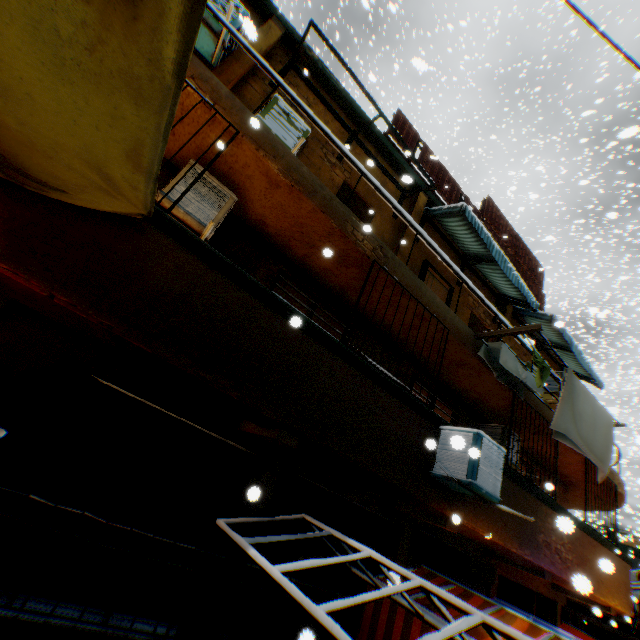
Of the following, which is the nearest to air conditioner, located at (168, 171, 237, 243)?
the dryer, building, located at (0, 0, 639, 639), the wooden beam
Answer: building, located at (0, 0, 639, 639)

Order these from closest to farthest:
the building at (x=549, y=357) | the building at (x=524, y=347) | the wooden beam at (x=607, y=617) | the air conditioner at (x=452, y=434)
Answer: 1. the air conditioner at (x=452, y=434)
2. the building at (x=524, y=347)
3. the building at (x=549, y=357)
4. the wooden beam at (x=607, y=617)

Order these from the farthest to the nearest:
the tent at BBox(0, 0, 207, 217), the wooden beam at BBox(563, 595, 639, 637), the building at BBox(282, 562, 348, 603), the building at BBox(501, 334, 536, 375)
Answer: the wooden beam at BBox(563, 595, 639, 637) → the building at BBox(501, 334, 536, 375) → the building at BBox(282, 562, 348, 603) → the tent at BBox(0, 0, 207, 217)

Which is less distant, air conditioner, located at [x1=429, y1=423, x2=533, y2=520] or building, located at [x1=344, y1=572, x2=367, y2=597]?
air conditioner, located at [x1=429, y1=423, x2=533, y2=520]

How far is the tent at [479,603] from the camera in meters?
5.0 m

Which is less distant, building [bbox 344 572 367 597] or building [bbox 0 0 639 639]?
building [bbox 0 0 639 639]

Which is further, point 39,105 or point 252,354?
point 252,354

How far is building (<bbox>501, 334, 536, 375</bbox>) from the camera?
8.0m
